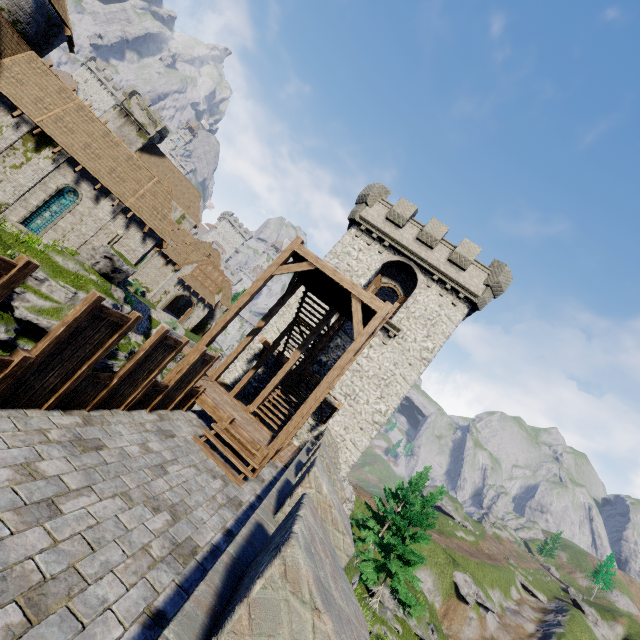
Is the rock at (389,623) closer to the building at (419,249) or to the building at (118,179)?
the building at (419,249)

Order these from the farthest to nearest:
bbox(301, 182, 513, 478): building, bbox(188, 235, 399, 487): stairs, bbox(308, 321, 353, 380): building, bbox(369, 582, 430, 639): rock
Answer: bbox(369, 582, 430, 639): rock → bbox(308, 321, 353, 380): building → bbox(301, 182, 513, 478): building → bbox(188, 235, 399, 487): stairs

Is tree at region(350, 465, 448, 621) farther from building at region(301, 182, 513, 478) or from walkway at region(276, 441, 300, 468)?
walkway at region(276, 441, 300, 468)

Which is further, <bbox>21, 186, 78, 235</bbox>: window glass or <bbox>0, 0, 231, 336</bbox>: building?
<bbox>21, 186, 78, 235</bbox>: window glass

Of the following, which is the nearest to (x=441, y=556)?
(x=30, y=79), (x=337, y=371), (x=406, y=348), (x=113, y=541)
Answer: (x=406, y=348)

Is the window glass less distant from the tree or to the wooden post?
the wooden post

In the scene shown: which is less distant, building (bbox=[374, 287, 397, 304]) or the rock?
the rock

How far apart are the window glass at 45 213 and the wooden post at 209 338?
18.29m
